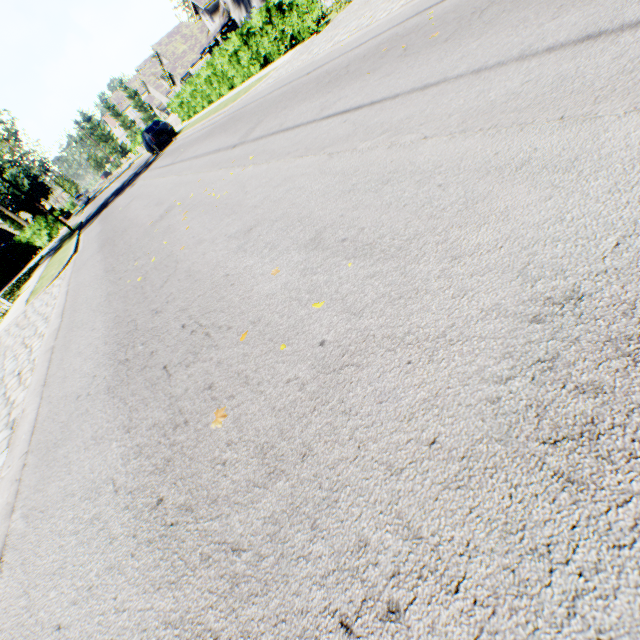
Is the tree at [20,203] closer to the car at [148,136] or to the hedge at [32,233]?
the hedge at [32,233]

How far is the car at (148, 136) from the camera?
22.3 meters

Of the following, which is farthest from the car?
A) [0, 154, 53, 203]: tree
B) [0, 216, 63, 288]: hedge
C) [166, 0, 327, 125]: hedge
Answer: [0, 216, 63, 288]: hedge

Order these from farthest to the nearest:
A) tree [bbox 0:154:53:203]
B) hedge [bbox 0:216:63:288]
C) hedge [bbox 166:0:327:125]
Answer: tree [bbox 0:154:53:203] → hedge [bbox 0:216:63:288] → hedge [bbox 166:0:327:125]

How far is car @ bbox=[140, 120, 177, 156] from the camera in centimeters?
2227cm

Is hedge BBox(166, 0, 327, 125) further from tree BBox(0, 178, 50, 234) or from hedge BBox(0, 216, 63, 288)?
hedge BBox(0, 216, 63, 288)

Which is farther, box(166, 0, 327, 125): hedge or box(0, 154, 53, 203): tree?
box(0, 154, 53, 203): tree

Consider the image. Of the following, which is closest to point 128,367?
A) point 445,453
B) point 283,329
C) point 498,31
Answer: point 283,329
